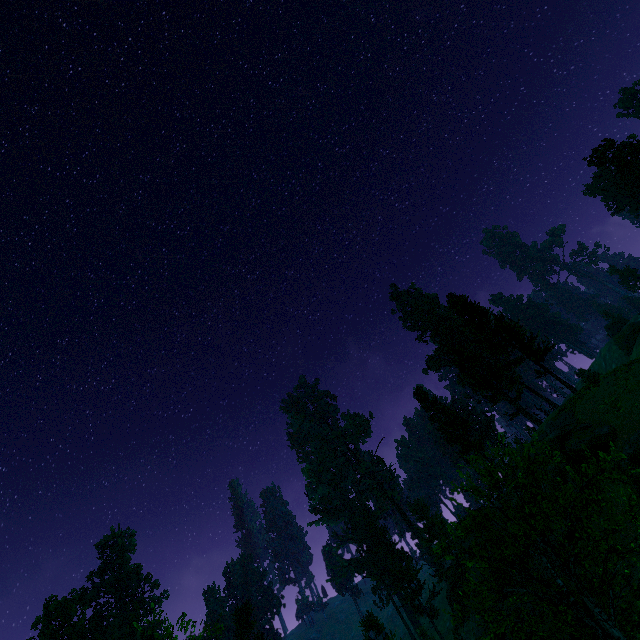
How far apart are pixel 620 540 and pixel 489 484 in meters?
16.0

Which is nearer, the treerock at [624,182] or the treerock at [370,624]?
the treerock at [370,624]

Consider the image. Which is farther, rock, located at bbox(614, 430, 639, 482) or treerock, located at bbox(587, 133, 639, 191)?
treerock, located at bbox(587, 133, 639, 191)

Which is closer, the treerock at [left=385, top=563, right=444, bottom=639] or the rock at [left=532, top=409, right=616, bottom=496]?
the rock at [left=532, top=409, right=616, bottom=496]

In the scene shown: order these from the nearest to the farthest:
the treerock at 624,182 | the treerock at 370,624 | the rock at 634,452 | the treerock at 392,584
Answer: the rock at 634,452, the treerock at 370,624, the treerock at 624,182, the treerock at 392,584

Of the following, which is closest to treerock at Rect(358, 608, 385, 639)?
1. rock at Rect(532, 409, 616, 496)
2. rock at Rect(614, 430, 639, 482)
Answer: rock at Rect(532, 409, 616, 496)

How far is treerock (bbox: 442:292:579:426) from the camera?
32.8 meters

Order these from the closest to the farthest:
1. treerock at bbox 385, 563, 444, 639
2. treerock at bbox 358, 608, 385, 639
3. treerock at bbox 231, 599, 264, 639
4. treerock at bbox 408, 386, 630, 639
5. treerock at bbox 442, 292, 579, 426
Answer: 1. treerock at bbox 408, 386, 630, 639
2. treerock at bbox 442, 292, 579, 426
3. treerock at bbox 358, 608, 385, 639
4. treerock at bbox 231, 599, 264, 639
5. treerock at bbox 385, 563, 444, 639
